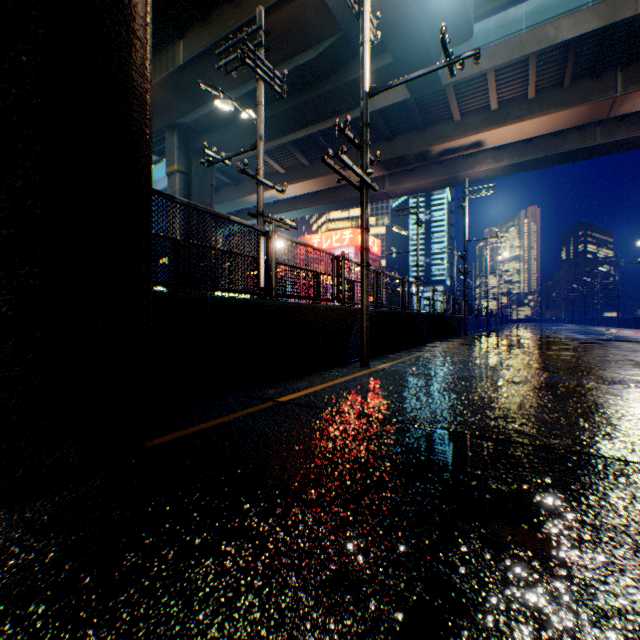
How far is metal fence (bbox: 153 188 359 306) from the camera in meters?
4.1 m

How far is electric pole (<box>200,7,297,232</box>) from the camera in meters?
8.6 m

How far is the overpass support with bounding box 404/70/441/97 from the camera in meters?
14.9

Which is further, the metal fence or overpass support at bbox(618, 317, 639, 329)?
overpass support at bbox(618, 317, 639, 329)

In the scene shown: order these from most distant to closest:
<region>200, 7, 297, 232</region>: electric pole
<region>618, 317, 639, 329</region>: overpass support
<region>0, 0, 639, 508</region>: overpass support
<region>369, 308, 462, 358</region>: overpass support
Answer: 1. <region>618, 317, 639, 329</region>: overpass support
2. <region>369, 308, 462, 358</region>: overpass support
3. <region>200, 7, 297, 232</region>: electric pole
4. <region>0, 0, 639, 508</region>: overpass support

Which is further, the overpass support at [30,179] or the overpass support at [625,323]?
the overpass support at [625,323]

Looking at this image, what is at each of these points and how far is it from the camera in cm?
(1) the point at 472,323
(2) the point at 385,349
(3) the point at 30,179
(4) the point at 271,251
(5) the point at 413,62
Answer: (1) overpass support, 2777
(2) overpass support, 978
(3) overpass support, 186
(4) metal fence, 544
(5) overpass support, 1399
